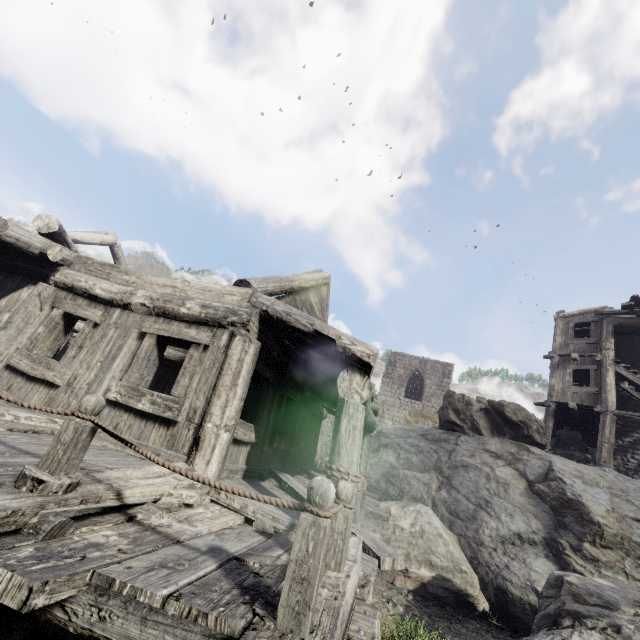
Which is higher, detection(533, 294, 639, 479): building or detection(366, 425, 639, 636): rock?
detection(533, 294, 639, 479): building

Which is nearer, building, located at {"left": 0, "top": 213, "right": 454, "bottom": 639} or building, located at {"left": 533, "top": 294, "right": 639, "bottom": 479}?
building, located at {"left": 0, "top": 213, "right": 454, "bottom": 639}

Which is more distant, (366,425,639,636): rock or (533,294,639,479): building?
(533,294,639,479): building

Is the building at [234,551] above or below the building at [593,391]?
below

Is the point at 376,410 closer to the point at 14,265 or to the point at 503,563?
the point at 503,563

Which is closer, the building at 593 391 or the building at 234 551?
the building at 234 551

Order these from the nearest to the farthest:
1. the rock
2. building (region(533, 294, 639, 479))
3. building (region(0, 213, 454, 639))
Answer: building (region(0, 213, 454, 639)), the rock, building (region(533, 294, 639, 479))
